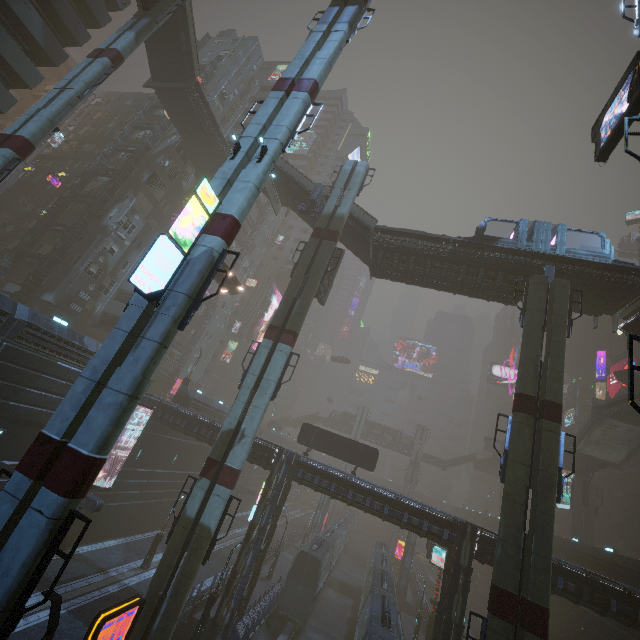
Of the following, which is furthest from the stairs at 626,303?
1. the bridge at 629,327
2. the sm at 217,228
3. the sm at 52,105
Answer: the sm at 52,105

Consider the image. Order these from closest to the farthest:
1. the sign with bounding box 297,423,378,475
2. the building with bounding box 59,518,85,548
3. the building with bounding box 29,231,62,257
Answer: the building with bounding box 59,518,85,548
the sign with bounding box 297,423,378,475
the building with bounding box 29,231,62,257

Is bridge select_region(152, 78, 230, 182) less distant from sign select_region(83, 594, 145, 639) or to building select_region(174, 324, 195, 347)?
building select_region(174, 324, 195, 347)

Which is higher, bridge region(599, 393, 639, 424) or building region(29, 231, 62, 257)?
bridge region(599, 393, 639, 424)

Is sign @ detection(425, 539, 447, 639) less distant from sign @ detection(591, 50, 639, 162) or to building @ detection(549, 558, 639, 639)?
building @ detection(549, 558, 639, 639)

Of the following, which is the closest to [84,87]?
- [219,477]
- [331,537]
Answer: [219,477]

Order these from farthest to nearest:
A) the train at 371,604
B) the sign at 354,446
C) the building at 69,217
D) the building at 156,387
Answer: the building at 156,387 < the building at 69,217 < the sign at 354,446 < the train at 371,604

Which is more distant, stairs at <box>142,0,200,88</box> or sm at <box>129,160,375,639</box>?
stairs at <box>142,0,200,88</box>
